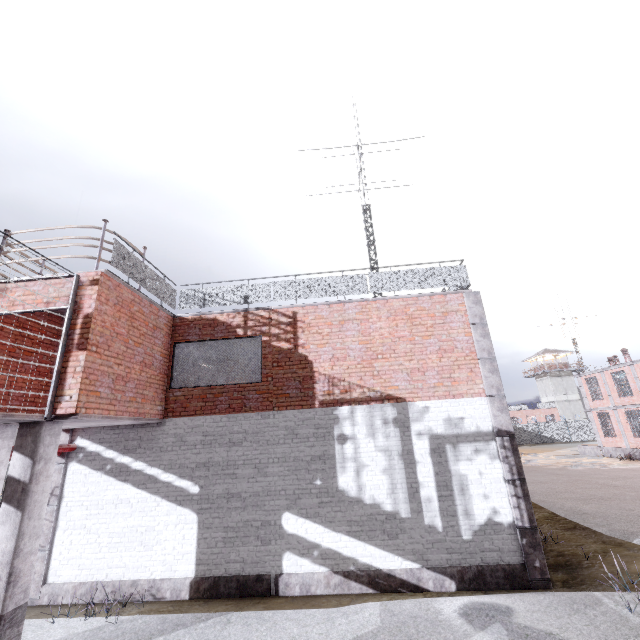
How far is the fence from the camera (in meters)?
45.19

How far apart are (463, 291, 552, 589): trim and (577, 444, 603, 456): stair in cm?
2865

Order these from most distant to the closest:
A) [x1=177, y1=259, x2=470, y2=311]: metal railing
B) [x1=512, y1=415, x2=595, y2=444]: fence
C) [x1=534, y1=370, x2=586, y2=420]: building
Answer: [x1=534, y1=370, x2=586, y2=420]: building
[x1=512, y1=415, x2=595, y2=444]: fence
[x1=177, y1=259, x2=470, y2=311]: metal railing

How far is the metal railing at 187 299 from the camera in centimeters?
969cm

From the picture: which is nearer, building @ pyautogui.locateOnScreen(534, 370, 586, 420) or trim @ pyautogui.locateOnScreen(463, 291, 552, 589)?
trim @ pyautogui.locateOnScreen(463, 291, 552, 589)

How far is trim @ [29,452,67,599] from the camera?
7.80m

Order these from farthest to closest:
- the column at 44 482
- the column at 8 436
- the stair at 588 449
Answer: the stair at 588 449, the column at 8 436, the column at 44 482

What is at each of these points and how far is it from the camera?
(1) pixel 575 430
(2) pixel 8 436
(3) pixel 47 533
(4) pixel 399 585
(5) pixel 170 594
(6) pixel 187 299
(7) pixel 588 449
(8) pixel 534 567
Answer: (1) fence, 45.5 meters
(2) column, 6.5 meters
(3) trim, 8.1 meters
(4) foundation, 7.3 meters
(5) foundation, 7.5 meters
(6) metal railing, 10.1 meters
(7) stair, 29.4 meters
(8) trim, 7.2 meters
